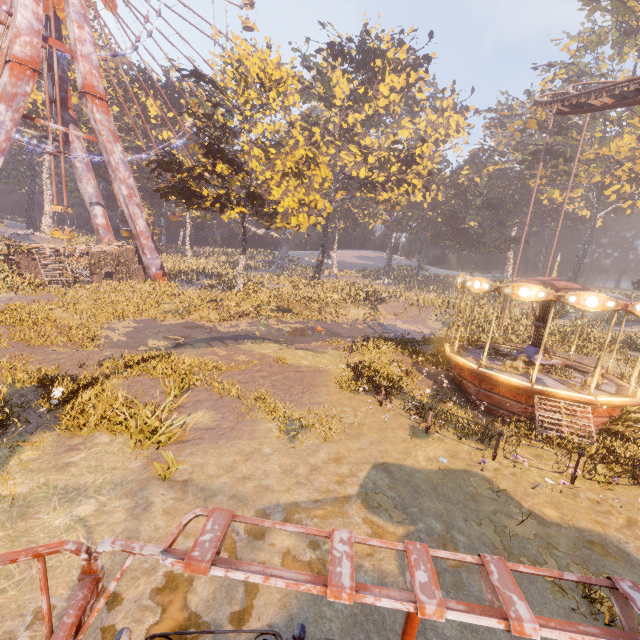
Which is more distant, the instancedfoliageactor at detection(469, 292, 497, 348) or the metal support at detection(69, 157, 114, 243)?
the metal support at detection(69, 157, 114, 243)

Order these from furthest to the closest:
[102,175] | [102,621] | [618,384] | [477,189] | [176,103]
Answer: [477,189], [102,175], [176,103], [618,384], [102,621]

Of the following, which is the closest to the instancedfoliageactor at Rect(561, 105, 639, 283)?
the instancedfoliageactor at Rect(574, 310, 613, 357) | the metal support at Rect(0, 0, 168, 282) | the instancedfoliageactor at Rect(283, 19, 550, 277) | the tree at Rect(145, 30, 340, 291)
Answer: the instancedfoliageactor at Rect(283, 19, 550, 277)

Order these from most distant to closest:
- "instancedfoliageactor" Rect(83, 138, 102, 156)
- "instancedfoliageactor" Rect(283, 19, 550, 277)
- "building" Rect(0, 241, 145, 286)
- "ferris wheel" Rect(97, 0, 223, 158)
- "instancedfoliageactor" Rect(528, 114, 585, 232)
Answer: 1. "instancedfoliageactor" Rect(83, 138, 102, 156)
2. "instancedfoliageactor" Rect(528, 114, 585, 232)
3. "instancedfoliageactor" Rect(283, 19, 550, 277)
4. "ferris wheel" Rect(97, 0, 223, 158)
5. "building" Rect(0, 241, 145, 286)

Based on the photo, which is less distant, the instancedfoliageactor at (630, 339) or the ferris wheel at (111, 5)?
the instancedfoliageactor at (630, 339)

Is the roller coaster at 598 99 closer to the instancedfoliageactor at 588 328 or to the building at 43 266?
the instancedfoliageactor at 588 328

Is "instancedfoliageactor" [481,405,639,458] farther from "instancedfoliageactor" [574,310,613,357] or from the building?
the building

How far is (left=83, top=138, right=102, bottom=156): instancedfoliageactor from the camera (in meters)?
46.75
